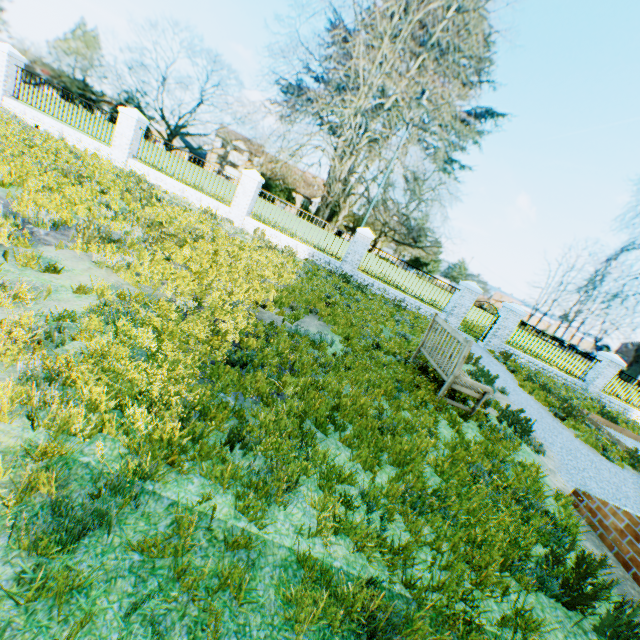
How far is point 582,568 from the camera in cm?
300

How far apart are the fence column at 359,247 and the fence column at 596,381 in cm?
1269

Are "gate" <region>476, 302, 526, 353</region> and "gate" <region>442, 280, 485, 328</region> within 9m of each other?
yes

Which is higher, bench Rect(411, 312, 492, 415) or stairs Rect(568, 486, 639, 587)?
bench Rect(411, 312, 492, 415)

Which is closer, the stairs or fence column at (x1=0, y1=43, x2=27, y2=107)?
the stairs

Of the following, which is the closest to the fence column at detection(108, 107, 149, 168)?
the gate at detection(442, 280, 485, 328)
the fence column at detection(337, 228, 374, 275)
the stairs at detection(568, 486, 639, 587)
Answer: the fence column at detection(337, 228, 374, 275)

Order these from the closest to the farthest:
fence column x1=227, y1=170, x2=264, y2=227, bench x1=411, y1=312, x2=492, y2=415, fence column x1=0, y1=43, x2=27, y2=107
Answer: bench x1=411, y1=312, x2=492, y2=415 < fence column x1=0, y1=43, x2=27, y2=107 < fence column x1=227, y1=170, x2=264, y2=227

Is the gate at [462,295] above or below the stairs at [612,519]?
above
